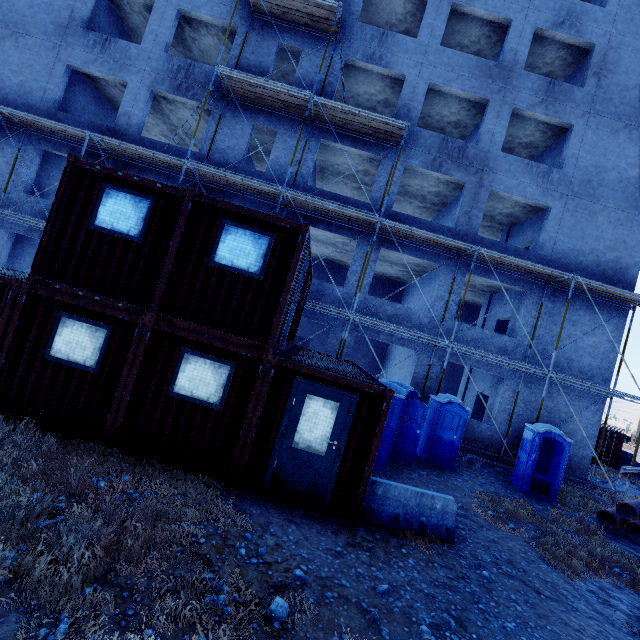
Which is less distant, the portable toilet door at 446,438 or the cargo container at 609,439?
the portable toilet door at 446,438

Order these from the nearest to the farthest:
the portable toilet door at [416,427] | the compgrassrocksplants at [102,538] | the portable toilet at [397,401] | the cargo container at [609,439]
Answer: the compgrassrocksplants at [102,538] → the portable toilet at [397,401] → the portable toilet door at [416,427] → the cargo container at [609,439]

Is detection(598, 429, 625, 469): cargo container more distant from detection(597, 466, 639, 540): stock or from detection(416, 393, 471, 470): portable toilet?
detection(416, 393, 471, 470): portable toilet

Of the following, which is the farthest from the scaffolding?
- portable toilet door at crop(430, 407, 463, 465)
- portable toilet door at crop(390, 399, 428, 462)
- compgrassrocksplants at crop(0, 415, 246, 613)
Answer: compgrassrocksplants at crop(0, 415, 246, 613)

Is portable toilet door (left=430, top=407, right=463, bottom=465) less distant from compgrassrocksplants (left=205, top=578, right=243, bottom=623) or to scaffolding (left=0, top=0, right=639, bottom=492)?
scaffolding (left=0, top=0, right=639, bottom=492)

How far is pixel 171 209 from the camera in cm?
627

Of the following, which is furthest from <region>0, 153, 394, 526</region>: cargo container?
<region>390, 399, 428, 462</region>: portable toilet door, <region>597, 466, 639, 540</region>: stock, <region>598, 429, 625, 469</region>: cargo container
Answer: <region>598, 429, 625, 469</region>: cargo container

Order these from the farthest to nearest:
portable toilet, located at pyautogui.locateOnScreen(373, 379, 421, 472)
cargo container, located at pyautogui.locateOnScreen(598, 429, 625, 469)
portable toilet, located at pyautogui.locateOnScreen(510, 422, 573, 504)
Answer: cargo container, located at pyautogui.locateOnScreen(598, 429, 625, 469), portable toilet, located at pyautogui.locateOnScreen(510, 422, 573, 504), portable toilet, located at pyautogui.locateOnScreen(373, 379, 421, 472)
